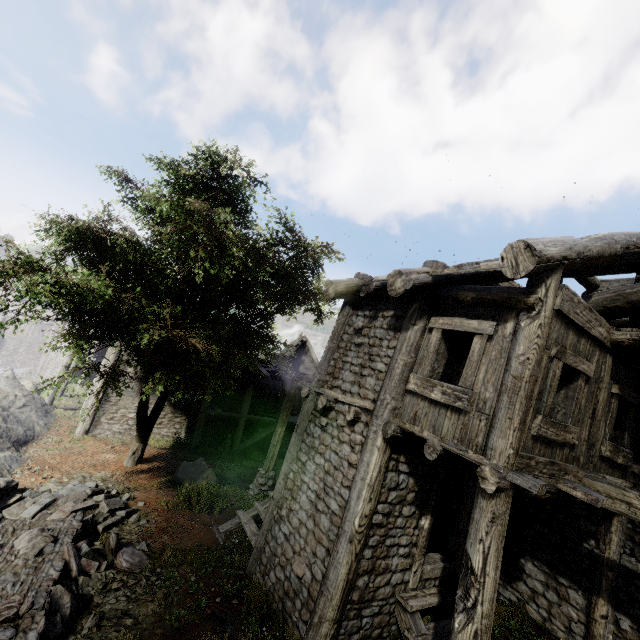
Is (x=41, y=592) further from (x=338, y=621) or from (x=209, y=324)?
(x=209, y=324)

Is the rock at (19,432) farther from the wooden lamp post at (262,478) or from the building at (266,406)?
the wooden lamp post at (262,478)

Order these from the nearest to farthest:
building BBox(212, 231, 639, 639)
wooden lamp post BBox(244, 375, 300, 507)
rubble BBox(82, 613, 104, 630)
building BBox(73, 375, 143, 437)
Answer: building BBox(212, 231, 639, 639) < rubble BBox(82, 613, 104, 630) < wooden lamp post BBox(244, 375, 300, 507) < building BBox(73, 375, 143, 437)

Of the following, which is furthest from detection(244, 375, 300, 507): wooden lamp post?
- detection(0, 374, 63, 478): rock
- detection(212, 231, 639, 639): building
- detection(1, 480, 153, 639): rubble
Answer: detection(0, 374, 63, 478): rock

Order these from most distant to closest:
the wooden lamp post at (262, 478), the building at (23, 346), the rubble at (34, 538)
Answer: the building at (23, 346)
the wooden lamp post at (262, 478)
the rubble at (34, 538)

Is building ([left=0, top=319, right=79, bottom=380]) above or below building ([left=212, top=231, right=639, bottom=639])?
below

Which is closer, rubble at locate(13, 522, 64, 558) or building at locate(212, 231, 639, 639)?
building at locate(212, 231, 639, 639)
